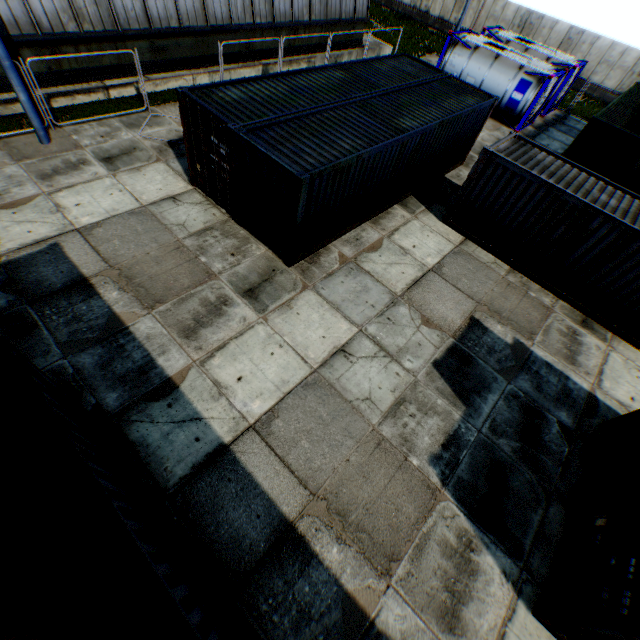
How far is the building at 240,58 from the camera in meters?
17.2 m

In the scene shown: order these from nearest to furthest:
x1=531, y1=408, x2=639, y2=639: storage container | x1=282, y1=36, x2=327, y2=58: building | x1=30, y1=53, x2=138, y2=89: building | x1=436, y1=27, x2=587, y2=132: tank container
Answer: x1=531, y1=408, x2=639, y2=639: storage container
x1=30, y1=53, x2=138, y2=89: building
x1=436, y1=27, x2=587, y2=132: tank container
x1=282, y1=36, x2=327, y2=58: building

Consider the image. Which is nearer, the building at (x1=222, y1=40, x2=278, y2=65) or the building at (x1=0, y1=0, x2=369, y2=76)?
the building at (x1=0, y1=0, x2=369, y2=76)

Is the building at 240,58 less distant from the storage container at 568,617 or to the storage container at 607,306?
the storage container at 607,306

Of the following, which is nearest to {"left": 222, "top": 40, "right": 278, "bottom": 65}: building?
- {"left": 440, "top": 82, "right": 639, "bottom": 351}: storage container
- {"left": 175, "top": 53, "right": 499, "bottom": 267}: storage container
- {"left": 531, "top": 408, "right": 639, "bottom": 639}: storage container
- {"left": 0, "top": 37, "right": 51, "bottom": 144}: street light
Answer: {"left": 0, "top": 37, "right": 51, "bottom": 144}: street light

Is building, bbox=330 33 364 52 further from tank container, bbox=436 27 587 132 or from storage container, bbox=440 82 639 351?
storage container, bbox=440 82 639 351

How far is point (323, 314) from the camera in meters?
9.2

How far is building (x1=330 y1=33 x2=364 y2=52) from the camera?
21.7 meters
